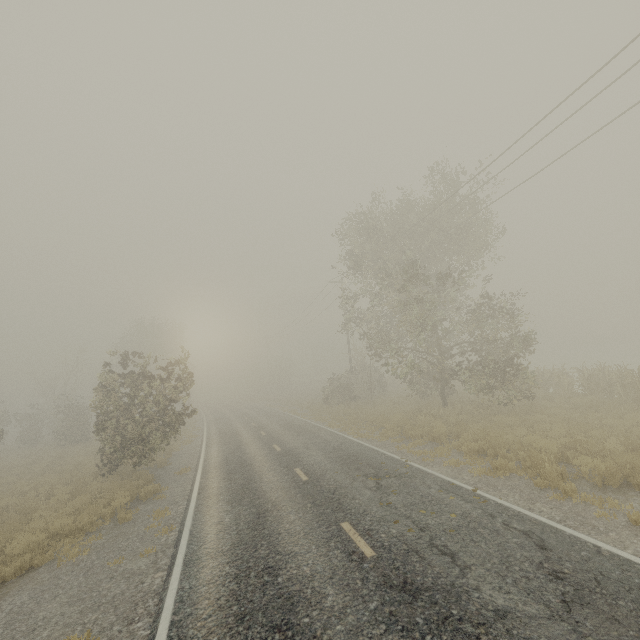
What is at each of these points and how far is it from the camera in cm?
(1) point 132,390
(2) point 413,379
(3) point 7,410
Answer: (1) tree, 1536
(2) tree, 2292
(3) tree, 3259

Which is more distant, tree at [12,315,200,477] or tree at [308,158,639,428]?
tree at [308,158,639,428]

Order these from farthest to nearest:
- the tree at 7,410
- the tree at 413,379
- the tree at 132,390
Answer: the tree at 7,410 < the tree at 413,379 < the tree at 132,390

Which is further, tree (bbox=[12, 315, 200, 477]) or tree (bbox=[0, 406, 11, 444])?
tree (bbox=[0, 406, 11, 444])

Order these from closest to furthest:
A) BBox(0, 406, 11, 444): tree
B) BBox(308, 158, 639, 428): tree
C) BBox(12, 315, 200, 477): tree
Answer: BBox(12, 315, 200, 477): tree < BBox(308, 158, 639, 428): tree < BBox(0, 406, 11, 444): tree

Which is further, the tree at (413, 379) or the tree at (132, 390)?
the tree at (413, 379)

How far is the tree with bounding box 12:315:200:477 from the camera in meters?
14.2
